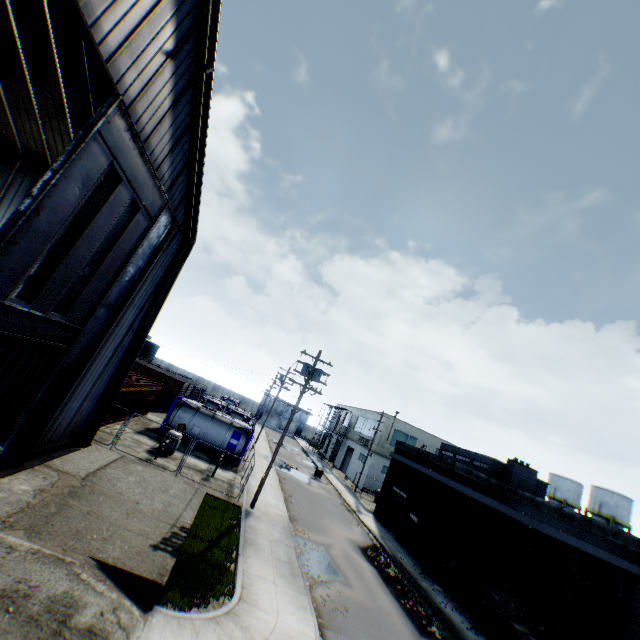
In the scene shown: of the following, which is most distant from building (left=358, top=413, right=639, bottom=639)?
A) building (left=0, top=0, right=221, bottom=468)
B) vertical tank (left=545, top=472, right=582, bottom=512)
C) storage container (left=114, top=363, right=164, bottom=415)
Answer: storage container (left=114, top=363, right=164, bottom=415)

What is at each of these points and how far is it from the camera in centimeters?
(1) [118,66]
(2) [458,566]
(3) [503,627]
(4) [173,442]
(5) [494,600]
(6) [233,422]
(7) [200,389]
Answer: (1) building, 753cm
(2) wooden pallet, 2012cm
(3) wall bumper, 1506cm
(4) gas meter pipe, 2103cm
(5) wooden pallet, 1642cm
(6) tank container, 2678cm
(7) storage container, 4941cm

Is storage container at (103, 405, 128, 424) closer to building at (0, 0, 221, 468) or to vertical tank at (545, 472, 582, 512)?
building at (0, 0, 221, 468)

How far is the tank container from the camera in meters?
25.5 m

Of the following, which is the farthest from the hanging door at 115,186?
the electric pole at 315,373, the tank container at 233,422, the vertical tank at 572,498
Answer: the vertical tank at 572,498

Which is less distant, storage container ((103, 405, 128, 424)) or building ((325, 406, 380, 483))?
storage container ((103, 405, 128, 424))

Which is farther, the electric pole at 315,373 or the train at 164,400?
the train at 164,400

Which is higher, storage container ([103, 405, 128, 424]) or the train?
the train
